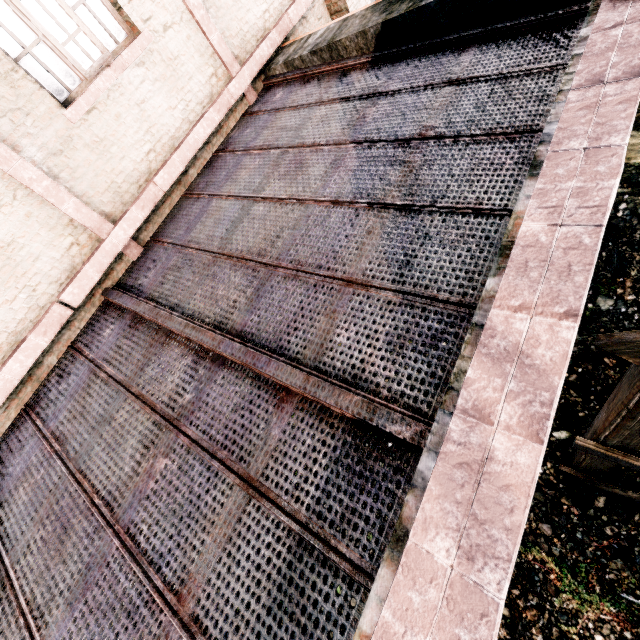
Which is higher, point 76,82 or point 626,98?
point 76,82
